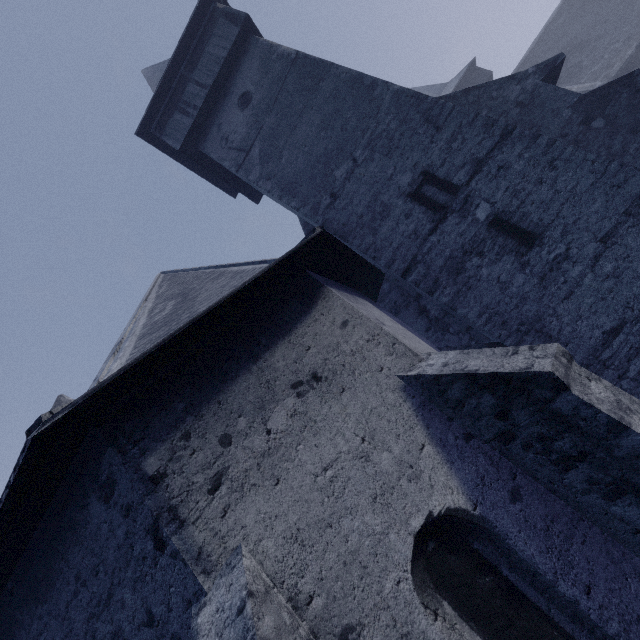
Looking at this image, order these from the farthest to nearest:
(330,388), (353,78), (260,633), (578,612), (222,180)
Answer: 1. (222,180)
2. (353,78)
3. (330,388)
4. (578,612)
5. (260,633)
